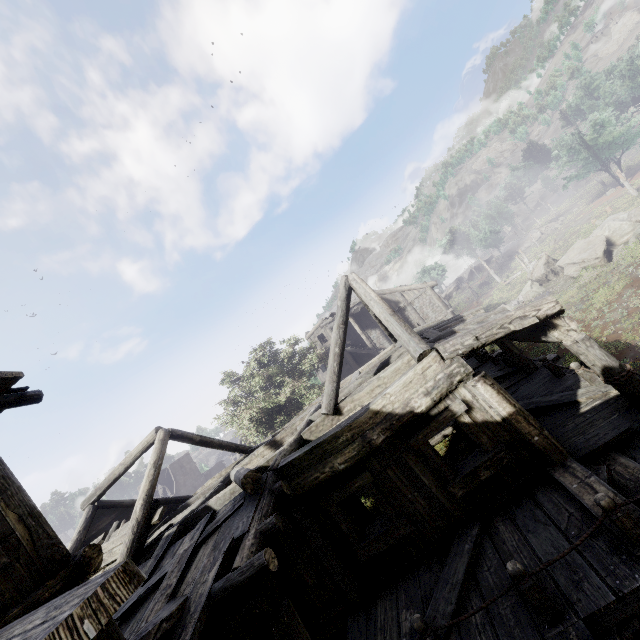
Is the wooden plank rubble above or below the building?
above

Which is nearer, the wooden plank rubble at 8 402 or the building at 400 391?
the building at 400 391

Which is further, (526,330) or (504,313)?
(504,313)

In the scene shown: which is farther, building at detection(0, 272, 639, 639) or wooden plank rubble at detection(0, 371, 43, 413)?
wooden plank rubble at detection(0, 371, 43, 413)

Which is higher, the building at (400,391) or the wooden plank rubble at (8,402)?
the wooden plank rubble at (8,402)
